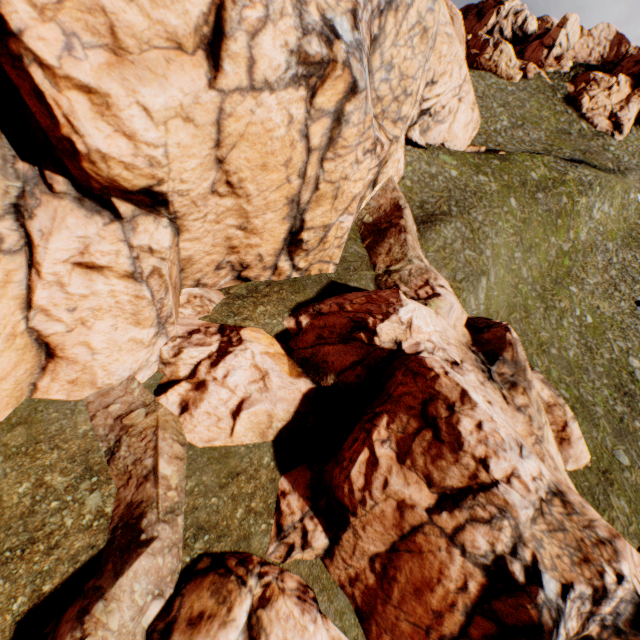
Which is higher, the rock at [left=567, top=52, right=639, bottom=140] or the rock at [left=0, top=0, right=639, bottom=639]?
the rock at [left=567, top=52, right=639, bottom=140]

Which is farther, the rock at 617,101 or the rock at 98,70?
the rock at 617,101

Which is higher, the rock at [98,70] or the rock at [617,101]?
the rock at [617,101]

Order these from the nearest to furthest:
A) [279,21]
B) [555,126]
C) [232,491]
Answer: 1. [279,21]
2. [232,491]
3. [555,126]

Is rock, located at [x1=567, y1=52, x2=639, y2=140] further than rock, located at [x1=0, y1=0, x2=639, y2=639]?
Yes
